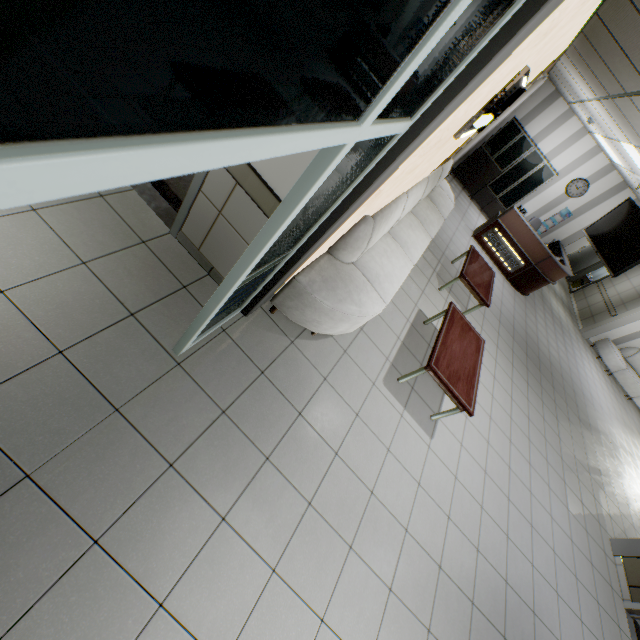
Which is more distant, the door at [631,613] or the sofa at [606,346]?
the sofa at [606,346]

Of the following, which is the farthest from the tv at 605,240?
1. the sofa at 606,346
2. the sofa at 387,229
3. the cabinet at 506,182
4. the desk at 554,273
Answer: the sofa at 606,346

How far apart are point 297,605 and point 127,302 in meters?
2.4

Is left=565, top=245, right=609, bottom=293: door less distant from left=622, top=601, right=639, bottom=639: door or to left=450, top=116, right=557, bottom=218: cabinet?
left=450, top=116, right=557, bottom=218: cabinet

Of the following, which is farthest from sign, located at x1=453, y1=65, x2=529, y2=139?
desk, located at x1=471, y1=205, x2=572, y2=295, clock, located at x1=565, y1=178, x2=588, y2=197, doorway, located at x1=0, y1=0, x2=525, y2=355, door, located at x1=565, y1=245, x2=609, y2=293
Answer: door, located at x1=565, y1=245, x2=609, y2=293

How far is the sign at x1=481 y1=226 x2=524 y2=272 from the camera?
8.6 meters

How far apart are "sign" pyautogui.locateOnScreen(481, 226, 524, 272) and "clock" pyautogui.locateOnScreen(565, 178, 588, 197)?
3.59m

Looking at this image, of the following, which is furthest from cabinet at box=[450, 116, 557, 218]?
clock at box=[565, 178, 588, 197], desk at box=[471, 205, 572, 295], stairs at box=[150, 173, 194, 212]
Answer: stairs at box=[150, 173, 194, 212]
